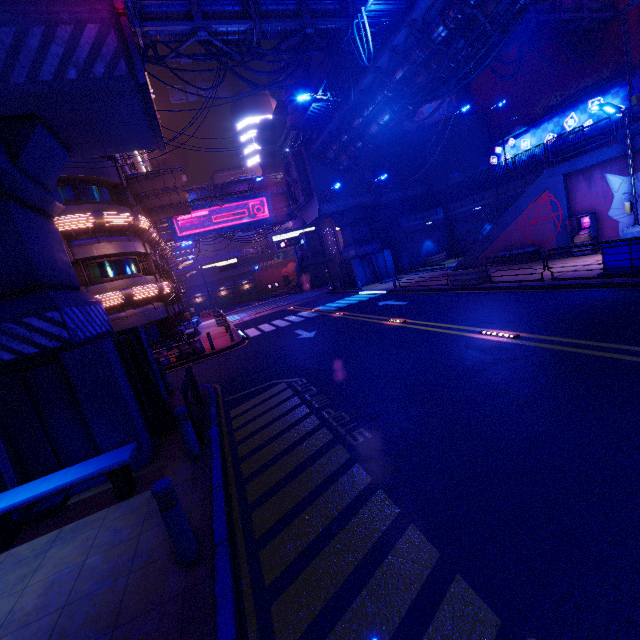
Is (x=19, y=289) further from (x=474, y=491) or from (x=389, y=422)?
(x=474, y=491)

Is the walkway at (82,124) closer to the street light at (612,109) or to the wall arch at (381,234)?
the street light at (612,109)

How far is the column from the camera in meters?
16.5

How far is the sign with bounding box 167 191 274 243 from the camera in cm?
4238

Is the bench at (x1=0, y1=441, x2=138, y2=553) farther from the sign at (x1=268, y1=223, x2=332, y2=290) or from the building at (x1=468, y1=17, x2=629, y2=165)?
the building at (x1=468, y1=17, x2=629, y2=165)

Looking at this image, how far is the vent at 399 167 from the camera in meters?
30.2 m

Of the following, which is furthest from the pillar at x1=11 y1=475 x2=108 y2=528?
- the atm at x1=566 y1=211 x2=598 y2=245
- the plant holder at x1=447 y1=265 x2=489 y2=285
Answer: the atm at x1=566 y1=211 x2=598 y2=245

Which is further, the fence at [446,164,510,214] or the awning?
the awning
